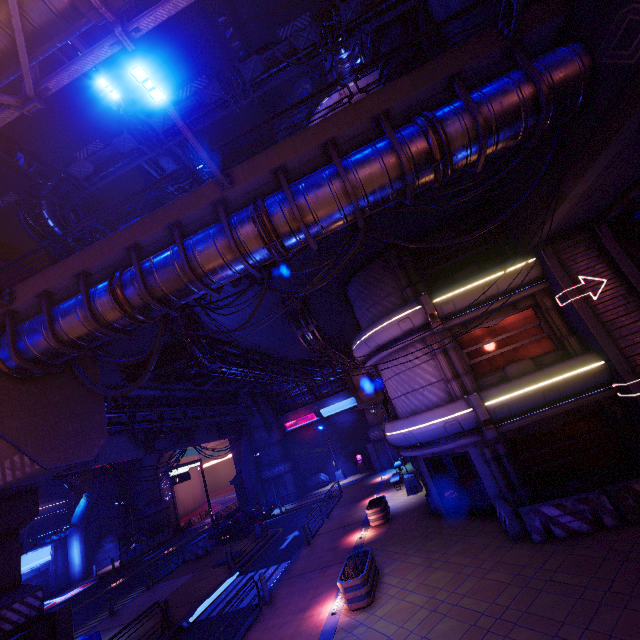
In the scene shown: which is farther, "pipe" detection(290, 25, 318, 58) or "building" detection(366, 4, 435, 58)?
"building" detection(366, 4, 435, 58)

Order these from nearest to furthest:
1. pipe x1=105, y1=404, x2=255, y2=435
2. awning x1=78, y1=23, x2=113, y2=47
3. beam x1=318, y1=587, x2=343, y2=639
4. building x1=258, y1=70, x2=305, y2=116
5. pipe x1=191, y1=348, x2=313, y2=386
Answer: beam x1=318, y1=587, x2=343, y2=639, awning x1=78, y1=23, x2=113, y2=47, pipe x1=191, y1=348, x2=313, y2=386, pipe x1=105, y1=404, x2=255, y2=435, building x1=258, y1=70, x2=305, y2=116

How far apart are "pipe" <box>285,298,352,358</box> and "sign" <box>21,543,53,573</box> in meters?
35.5

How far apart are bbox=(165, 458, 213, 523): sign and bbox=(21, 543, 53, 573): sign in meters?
16.5 m

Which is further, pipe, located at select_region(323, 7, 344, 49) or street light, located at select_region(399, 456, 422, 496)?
street light, located at select_region(399, 456, 422, 496)

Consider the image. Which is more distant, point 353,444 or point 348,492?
point 353,444

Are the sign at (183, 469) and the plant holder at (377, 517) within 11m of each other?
Result: no

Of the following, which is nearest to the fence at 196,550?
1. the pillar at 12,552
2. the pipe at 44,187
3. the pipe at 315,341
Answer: the pillar at 12,552
